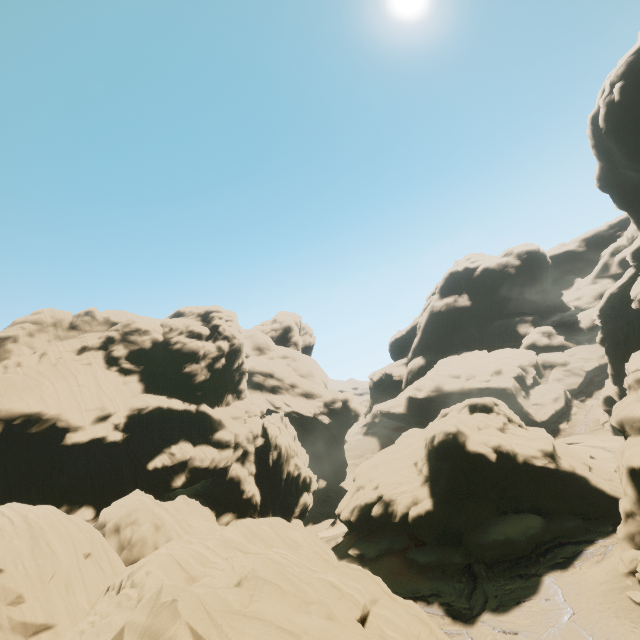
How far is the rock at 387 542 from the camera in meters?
32.4 m

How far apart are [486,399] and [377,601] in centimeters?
2997cm

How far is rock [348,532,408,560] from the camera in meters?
32.4

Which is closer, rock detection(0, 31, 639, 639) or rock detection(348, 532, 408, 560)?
rock detection(0, 31, 639, 639)

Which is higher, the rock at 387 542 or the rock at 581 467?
the rock at 581 467

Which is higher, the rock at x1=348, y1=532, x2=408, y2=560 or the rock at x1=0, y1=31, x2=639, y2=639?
the rock at x1=0, y1=31, x2=639, y2=639
